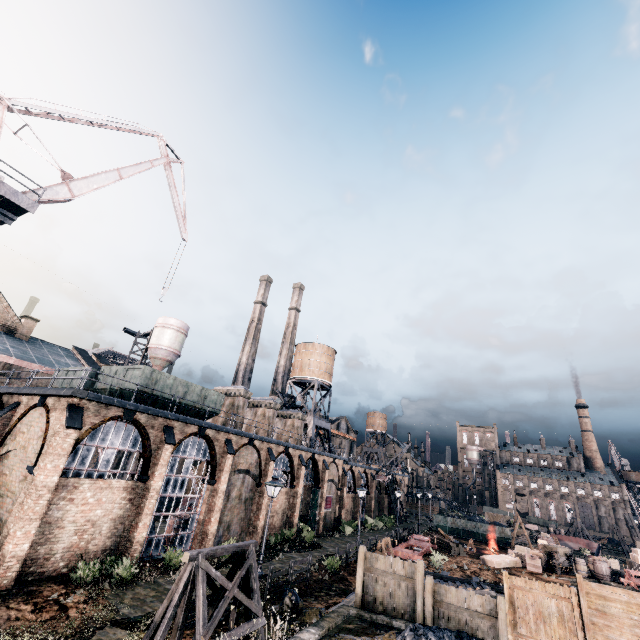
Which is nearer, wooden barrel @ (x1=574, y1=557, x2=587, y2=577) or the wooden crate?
wooden barrel @ (x1=574, y1=557, x2=587, y2=577)

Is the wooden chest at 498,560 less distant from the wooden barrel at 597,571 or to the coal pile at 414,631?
the wooden barrel at 597,571

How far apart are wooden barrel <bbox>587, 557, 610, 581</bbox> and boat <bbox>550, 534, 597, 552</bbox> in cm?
3455

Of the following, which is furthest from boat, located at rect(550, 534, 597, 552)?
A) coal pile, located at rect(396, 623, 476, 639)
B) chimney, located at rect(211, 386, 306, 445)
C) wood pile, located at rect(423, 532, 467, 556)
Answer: coal pile, located at rect(396, 623, 476, 639)

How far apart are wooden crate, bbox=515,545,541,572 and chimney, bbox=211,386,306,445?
26.8 meters

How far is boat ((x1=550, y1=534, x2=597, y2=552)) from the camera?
52.8 meters

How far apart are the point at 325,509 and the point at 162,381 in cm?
2855

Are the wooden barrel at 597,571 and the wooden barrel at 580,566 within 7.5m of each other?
yes
